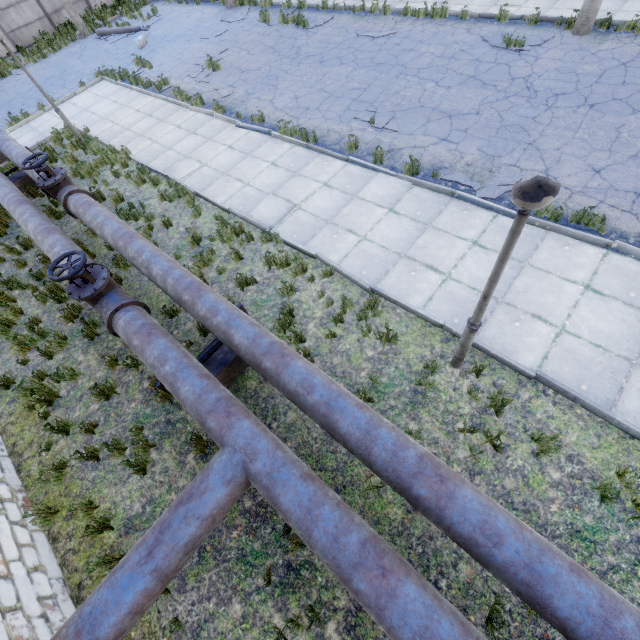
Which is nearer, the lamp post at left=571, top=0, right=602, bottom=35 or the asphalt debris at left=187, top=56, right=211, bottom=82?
the lamp post at left=571, top=0, right=602, bottom=35

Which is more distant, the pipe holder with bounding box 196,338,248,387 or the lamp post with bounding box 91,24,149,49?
the lamp post with bounding box 91,24,149,49

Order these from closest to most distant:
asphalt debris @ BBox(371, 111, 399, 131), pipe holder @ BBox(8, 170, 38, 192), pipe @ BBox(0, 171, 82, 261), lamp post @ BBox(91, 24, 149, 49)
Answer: pipe @ BBox(0, 171, 82, 261), asphalt debris @ BBox(371, 111, 399, 131), pipe holder @ BBox(8, 170, 38, 192), lamp post @ BBox(91, 24, 149, 49)

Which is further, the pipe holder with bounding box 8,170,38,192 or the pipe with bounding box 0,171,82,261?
the pipe holder with bounding box 8,170,38,192

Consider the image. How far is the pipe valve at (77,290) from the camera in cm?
521

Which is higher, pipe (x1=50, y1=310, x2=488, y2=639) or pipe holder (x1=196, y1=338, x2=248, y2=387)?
pipe (x1=50, y1=310, x2=488, y2=639)

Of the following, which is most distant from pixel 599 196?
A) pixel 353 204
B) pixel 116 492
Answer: pixel 116 492

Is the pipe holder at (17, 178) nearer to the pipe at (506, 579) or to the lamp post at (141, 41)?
the pipe at (506, 579)
